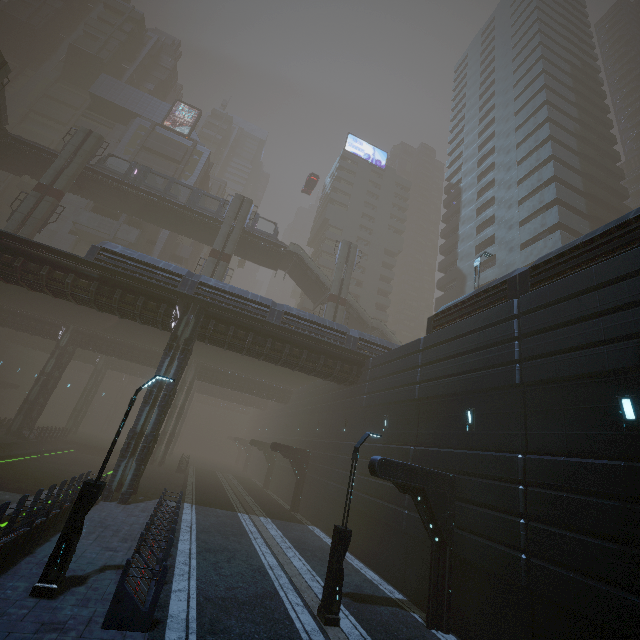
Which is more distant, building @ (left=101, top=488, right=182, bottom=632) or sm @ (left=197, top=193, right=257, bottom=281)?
sm @ (left=197, top=193, right=257, bottom=281)

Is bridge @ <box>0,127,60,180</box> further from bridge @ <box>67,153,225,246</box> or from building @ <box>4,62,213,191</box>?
building @ <box>4,62,213,191</box>

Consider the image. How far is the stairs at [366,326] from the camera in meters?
40.5 m

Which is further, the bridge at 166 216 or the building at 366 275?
the building at 366 275

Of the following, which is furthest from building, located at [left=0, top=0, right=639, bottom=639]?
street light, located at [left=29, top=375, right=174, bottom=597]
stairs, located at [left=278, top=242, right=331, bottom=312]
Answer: stairs, located at [left=278, top=242, right=331, bottom=312]

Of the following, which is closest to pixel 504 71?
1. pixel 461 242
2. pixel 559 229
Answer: pixel 461 242

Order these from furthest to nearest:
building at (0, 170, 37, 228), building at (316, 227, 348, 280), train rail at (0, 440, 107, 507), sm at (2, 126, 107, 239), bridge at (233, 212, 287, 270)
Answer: building at (316, 227, 348, 280)
building at (0, 170, 37, 228)
bridge at (233, 212, 287, 270)
sm at (2, 126, 107, 239)
train rail at (0, 440, 107, 507)

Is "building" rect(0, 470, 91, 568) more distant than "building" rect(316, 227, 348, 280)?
No
